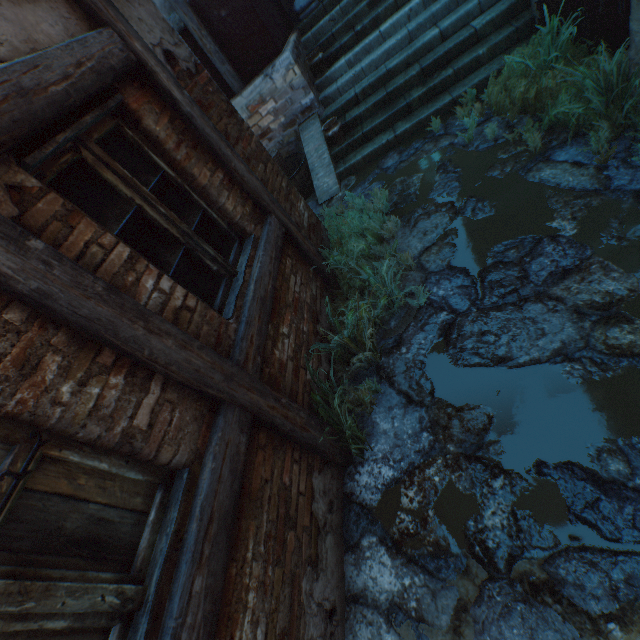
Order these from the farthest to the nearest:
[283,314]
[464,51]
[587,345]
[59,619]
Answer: [464,51]
[283,314]
[587,345]
[59,619]

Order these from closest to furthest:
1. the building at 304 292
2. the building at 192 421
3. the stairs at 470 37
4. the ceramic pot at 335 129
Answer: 1. the building at 192 421
2. the building at 304 292
3. the stairs at 470 37
4. the ceramic pot at 335 129

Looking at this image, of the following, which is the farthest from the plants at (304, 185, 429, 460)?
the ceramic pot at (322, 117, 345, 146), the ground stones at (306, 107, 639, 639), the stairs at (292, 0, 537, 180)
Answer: the ceramic pot at (322, 117, 345, 146)

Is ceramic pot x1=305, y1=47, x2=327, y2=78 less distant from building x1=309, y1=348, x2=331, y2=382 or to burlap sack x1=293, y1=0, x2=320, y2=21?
building x1=309, y1=348, x2=331, y2=382

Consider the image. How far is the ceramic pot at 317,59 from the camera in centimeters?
630cm

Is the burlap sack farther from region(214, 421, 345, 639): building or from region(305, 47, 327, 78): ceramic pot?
region(214, 421, 345, 639): building

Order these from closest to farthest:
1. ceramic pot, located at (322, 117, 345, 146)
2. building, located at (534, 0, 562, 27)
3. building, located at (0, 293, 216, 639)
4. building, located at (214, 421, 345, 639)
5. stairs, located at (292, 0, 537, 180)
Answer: building, located at (0, 293, 216, 639) < building, located at (214, 421, 345, 639) < building, located at (534, 0, 562, 27) < stairs, located at (292, 0, 537, 180) < ceramic pot, located at (322, 117, 345, 146)

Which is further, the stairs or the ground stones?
the stairs
